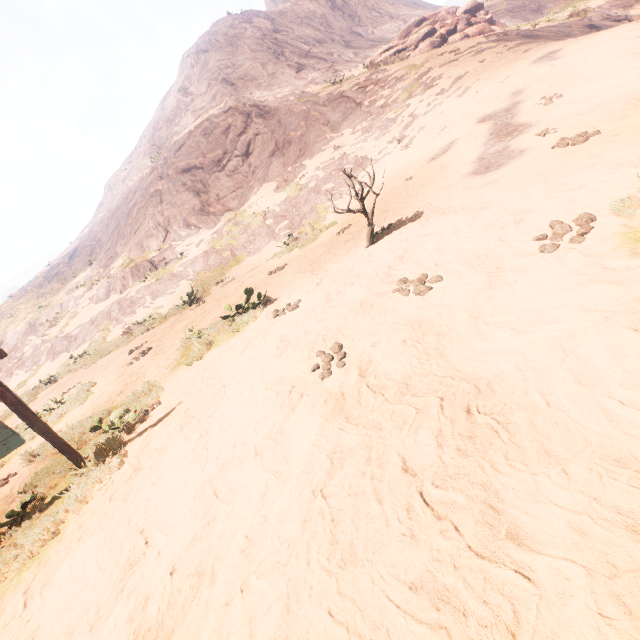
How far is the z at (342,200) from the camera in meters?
14.9 m

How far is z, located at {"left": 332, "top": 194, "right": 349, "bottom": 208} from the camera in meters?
14.9

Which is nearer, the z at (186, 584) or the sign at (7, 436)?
the z at (186, 584)

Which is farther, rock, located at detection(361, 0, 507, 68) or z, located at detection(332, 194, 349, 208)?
rock, located at detection(361, 0, 507, 68)

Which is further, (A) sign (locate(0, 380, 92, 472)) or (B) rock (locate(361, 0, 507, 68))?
(B) rock (locate(361, 0, 507, 68))

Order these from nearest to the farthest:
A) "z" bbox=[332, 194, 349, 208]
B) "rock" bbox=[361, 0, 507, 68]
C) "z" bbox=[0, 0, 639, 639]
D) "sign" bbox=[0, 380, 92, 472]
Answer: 1. "z" bbox=[0, 0, 639, 639]
2. "sign" bbox=[0, 380, 92, 472]
3. "z" bbox=[332, 194, 349, 208]
4. "rock" bbox=[361, 0, 507, 68]

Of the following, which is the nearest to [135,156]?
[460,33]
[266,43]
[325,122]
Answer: [266,43]

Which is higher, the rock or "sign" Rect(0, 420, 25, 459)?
the rock
